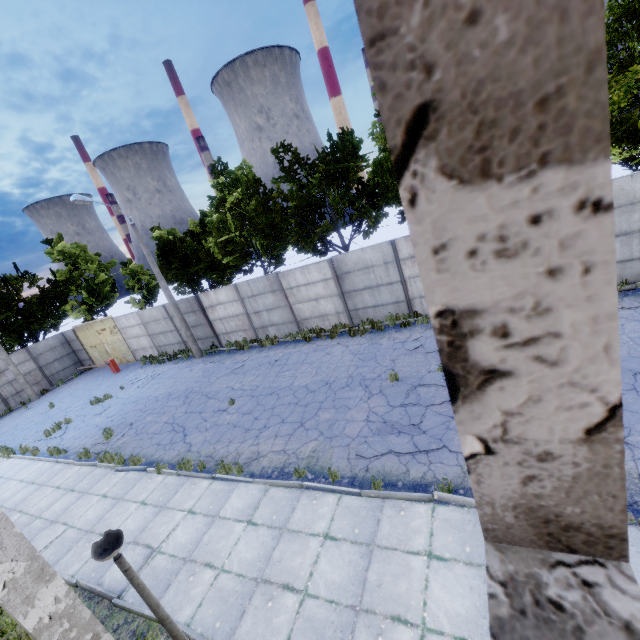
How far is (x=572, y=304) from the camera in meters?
0.6

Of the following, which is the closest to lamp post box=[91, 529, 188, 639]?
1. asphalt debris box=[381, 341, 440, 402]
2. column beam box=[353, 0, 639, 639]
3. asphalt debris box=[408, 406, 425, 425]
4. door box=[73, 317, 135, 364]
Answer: column beam box=[353, 0, 639, 639]

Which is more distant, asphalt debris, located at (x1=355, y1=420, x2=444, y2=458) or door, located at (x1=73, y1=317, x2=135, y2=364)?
door, located at (x1=73, y1=317, x2=135, y2=364)

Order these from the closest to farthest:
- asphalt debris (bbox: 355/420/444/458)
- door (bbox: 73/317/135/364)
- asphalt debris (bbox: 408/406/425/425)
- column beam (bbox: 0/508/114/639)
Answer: A: column beam (bbox: 0/508/114/639) → asphalt debris (bbox: 355/420/444/458) → asphalt debris (bbox: 408/406/425/425) → door (bbox: 73/317/135/364)

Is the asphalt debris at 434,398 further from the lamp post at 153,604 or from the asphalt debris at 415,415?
the lamp post at 153,604

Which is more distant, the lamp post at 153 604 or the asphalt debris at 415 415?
the asphalt debris at 415 415

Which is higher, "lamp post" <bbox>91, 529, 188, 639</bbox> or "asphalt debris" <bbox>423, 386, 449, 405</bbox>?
"lamp post" <bbox>91, 529, 188, 639</bbox>

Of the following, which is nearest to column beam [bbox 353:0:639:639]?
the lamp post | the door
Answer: the lamp post
